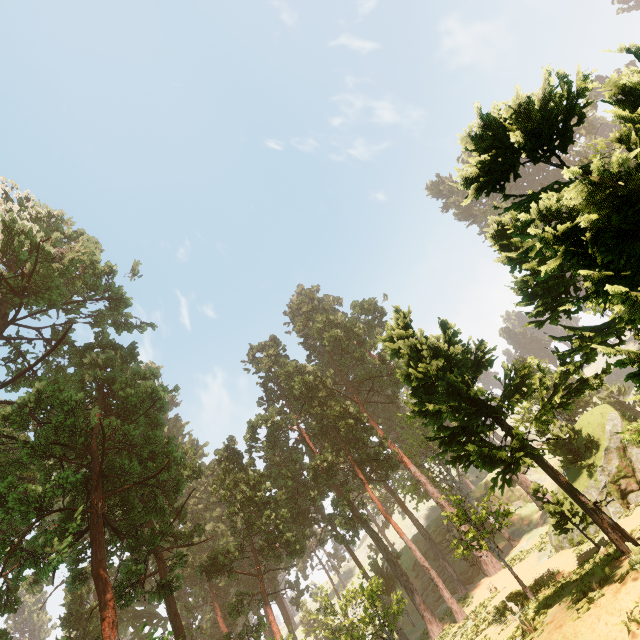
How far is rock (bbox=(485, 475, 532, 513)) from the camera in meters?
47.4 m

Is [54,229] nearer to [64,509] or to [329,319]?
[64,509]

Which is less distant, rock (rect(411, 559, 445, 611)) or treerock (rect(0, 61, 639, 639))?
treerock (rect(0, 61, 639, 639))

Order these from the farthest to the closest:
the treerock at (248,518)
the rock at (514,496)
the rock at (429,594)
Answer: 1. the rock at (514,496)
2. the rock at (429,594)
3. the treerock at (248,518)

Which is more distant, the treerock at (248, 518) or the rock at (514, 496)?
the rock at (514, 496)

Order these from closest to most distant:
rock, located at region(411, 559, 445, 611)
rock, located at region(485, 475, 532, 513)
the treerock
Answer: the treerock < rock, located at region(411, 559, 445, 611) < rock, located at region(485, 475, 532, 513)

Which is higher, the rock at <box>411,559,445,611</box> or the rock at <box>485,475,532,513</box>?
the rock at <box>485,475,532,513</box>
